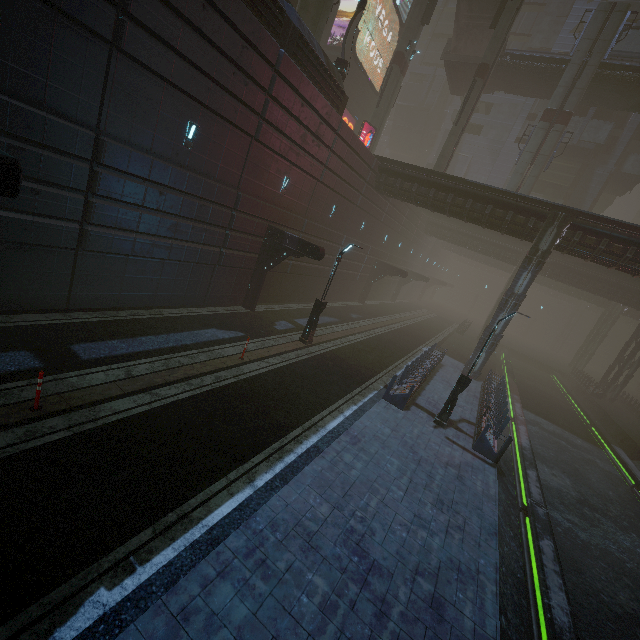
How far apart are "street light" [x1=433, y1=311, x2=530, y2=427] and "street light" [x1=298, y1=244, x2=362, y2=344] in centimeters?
666cm

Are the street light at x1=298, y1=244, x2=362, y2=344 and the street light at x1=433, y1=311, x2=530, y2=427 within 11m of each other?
yes

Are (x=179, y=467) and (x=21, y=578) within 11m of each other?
yes

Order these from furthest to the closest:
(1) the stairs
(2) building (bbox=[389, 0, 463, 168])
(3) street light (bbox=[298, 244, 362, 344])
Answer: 1. (2) building (bbox=[389, 0, 463, 168])
2. (1) the stairs
3. (3) street light (bbox=[298, 244, 362, 344])

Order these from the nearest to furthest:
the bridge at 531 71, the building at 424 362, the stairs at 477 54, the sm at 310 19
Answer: the building at 424 362 < the sm at 310 19 < the stairs at 477 54 < the bridge at 531 71

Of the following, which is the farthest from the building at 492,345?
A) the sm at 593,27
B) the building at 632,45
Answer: the sm at 593,27

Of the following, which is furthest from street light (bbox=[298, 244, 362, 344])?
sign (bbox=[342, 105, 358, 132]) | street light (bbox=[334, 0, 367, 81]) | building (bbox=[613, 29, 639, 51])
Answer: building (bbox=[613, 29, 639, 51])

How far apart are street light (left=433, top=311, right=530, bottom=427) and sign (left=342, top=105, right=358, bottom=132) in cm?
2967
